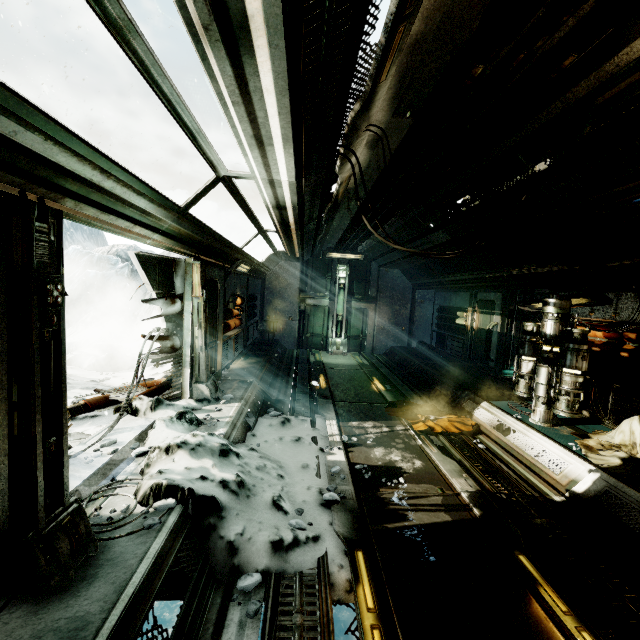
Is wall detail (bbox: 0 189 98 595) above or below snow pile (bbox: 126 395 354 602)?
above

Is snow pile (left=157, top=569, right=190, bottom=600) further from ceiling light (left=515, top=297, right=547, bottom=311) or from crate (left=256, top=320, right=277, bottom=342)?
crate (left=256, top=320, right=277, bottom=342)

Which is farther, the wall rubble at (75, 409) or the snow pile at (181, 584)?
the wall rubble at (75, 409)

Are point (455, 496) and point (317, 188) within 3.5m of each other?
no

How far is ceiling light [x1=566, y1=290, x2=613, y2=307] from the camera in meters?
6.1

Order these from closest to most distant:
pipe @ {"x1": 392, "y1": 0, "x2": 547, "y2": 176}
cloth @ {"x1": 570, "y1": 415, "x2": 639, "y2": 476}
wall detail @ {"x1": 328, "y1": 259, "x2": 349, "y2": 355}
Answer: pipe @ {"x1": 392, "y1": 0, "x2": 547, "y2": 176}, cloth @ {"x1": 570, "y1": 415, "x2": 639, "y2": 476}, wall detail @ {"x1": 328, "y1": 259, "x2": 349, "y2": 355}

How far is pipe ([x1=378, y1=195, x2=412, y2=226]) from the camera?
6.87m

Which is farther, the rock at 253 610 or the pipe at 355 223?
→ the pipe at 355 223
